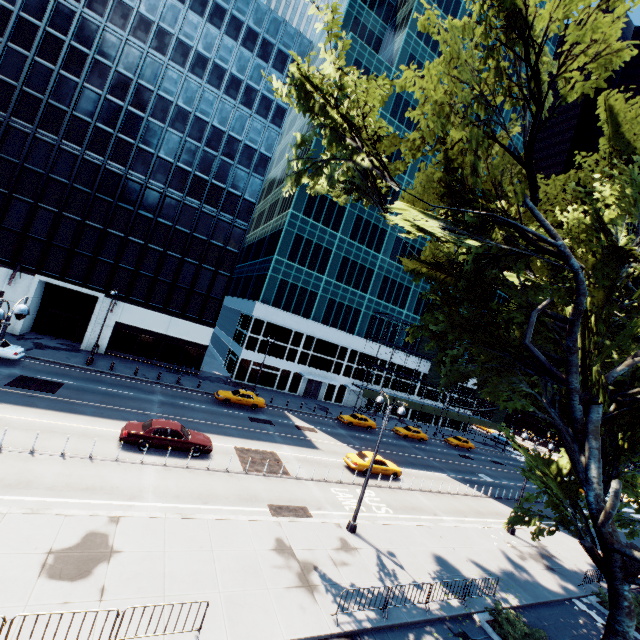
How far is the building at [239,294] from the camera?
44.0 meters

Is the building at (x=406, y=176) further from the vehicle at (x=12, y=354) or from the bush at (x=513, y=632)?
the bush at (x=513, y=632)

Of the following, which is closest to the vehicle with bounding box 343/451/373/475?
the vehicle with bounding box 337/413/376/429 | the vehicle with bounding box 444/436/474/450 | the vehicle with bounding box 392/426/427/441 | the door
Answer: the vehicle with bounding box 337/413/376/429

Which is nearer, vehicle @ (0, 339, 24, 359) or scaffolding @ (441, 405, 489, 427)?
vehicle @ (0, 339, 24, 359)

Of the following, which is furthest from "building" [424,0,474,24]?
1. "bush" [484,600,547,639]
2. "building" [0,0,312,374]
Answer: "bush" [484,600,547,639]

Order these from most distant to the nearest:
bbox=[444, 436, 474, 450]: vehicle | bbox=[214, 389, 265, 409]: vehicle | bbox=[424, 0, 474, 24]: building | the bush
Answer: bbox=[424, 0, 474, 24]: building < bbox=[444, 436, 474, 450]: vehicle < bbox=[214, 389, 265, 409]: vehicle < the bush

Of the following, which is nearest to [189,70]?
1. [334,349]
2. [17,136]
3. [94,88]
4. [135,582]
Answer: Answer: [94,88]

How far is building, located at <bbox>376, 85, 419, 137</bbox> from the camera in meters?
48.6
